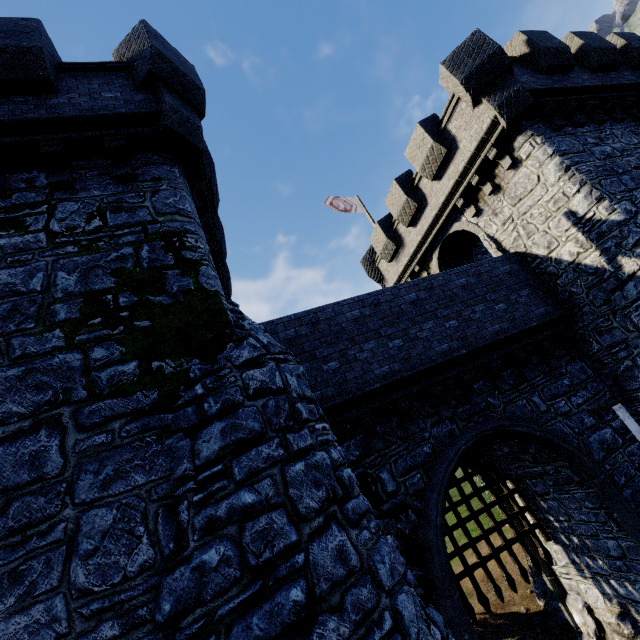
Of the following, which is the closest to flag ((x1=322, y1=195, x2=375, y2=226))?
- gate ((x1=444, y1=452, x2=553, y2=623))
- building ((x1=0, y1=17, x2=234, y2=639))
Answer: building ((x1=0, y1=17, x2=234, y2=639))

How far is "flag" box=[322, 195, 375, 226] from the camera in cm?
1908

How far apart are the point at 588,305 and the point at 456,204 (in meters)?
5.65

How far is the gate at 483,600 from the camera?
8.9 meters

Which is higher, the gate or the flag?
the flag

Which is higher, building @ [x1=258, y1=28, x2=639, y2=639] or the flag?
the flag

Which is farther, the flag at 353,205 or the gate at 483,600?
the flag at 353,205
